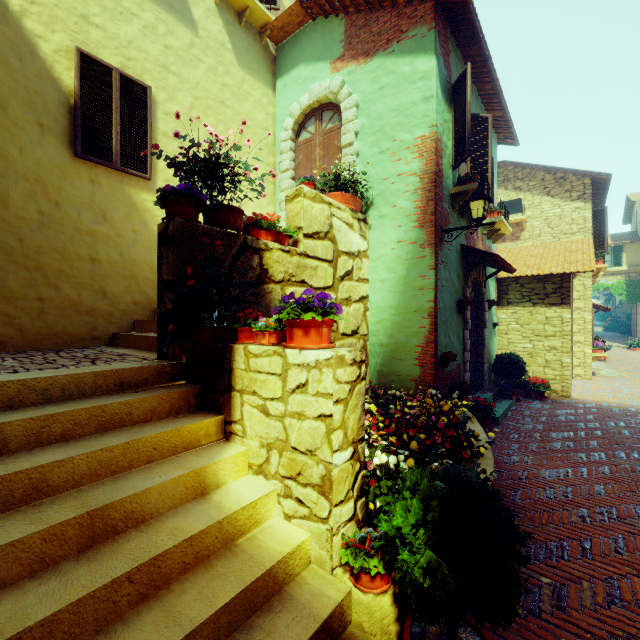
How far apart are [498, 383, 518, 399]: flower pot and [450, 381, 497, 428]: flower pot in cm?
181

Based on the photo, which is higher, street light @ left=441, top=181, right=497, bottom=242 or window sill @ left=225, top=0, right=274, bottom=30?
window sill @ left=225, top=0, right=274, bottom=30

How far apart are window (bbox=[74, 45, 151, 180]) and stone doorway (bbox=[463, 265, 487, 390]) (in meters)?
6.50

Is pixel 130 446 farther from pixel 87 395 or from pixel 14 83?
pixel 14 83

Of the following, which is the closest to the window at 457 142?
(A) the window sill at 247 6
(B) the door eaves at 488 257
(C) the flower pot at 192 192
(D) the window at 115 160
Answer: (B) the door eaves at 488 257

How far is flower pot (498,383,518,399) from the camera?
8.2 meters

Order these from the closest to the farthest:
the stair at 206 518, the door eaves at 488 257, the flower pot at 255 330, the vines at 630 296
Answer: the stair at 206 518 < the flower pot at 255 330 < the door eaves at 488 257 < the vines at 630 296

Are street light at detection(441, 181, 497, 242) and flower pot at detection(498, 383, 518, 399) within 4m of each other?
no
